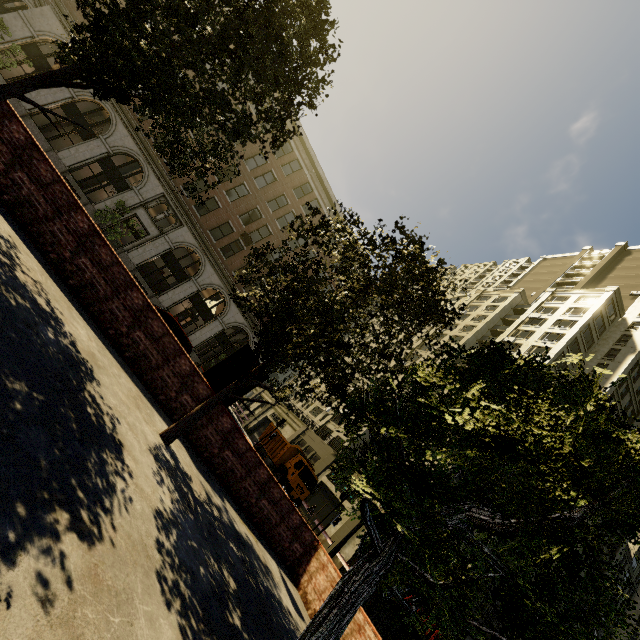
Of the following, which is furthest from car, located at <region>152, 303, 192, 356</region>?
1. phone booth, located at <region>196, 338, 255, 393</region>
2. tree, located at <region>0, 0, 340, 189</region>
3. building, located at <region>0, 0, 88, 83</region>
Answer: building, located at <region>0, 0, 88, 83</region>

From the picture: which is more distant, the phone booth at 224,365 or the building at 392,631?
the building at 392,631

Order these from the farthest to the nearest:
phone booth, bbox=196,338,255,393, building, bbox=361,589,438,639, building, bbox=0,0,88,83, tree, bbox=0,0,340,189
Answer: building, bbox=0,0,88,83 < building, bbox=361,589,438,639 < phone booth, bbox=196,338,255,393 < tree, bbox=0,0,340,189

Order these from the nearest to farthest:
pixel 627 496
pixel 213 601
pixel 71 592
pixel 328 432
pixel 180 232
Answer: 1. pixel 71 592
2. pixel 627 496
3. pixel 213 601
4. pixel 180 232
5. pixel 328 432

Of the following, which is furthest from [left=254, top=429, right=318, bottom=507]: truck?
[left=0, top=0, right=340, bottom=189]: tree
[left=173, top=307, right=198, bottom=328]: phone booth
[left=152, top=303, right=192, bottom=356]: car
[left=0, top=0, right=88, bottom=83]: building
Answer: [left=0, top=0, right=340, bottom=189]: tree

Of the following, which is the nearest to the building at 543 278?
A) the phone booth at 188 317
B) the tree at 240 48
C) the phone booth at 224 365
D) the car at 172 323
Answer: the phone booth at 188 317

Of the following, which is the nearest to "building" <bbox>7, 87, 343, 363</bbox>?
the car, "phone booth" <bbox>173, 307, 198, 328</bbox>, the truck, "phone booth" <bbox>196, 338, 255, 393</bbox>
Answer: "phone booth" <bbox>173, 307, 198, 328</bbox>

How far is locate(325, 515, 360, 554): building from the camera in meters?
25.5
